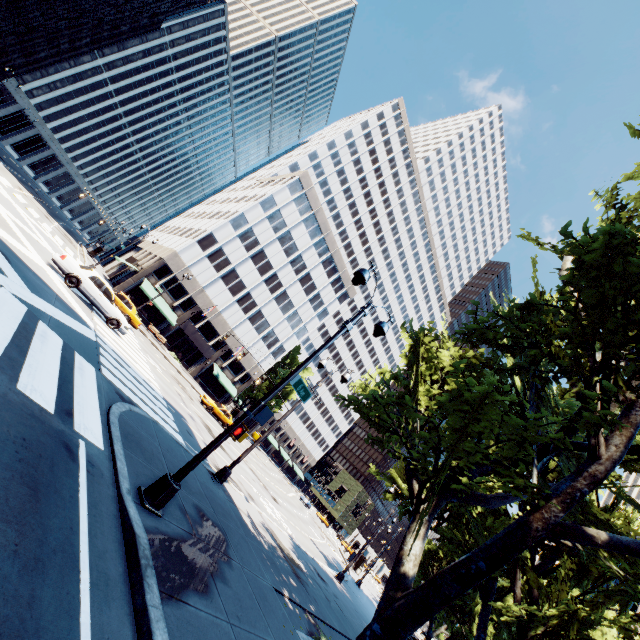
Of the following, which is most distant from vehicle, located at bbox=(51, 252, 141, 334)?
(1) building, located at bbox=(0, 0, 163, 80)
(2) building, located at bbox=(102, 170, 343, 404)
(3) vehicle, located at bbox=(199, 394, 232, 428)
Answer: (1) building, located at bbox=(0, 0, 163, 80)

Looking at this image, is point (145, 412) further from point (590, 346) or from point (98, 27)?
point (98, 27)

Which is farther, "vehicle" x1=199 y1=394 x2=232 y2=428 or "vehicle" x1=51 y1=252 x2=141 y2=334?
"vehicle" x1=199 y1=394 x2=232 y2=428

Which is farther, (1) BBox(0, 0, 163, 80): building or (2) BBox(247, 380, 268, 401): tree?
(2) BBox(247, 380, 268, 401): tree

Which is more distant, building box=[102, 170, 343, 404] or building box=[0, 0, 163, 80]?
building box=[0, 0, 163, 80]

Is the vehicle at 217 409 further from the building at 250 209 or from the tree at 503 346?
the tree at 503 346

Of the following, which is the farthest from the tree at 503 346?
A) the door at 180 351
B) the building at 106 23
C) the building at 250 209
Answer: the building at 106 23

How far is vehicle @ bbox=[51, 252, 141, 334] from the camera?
16.47m
